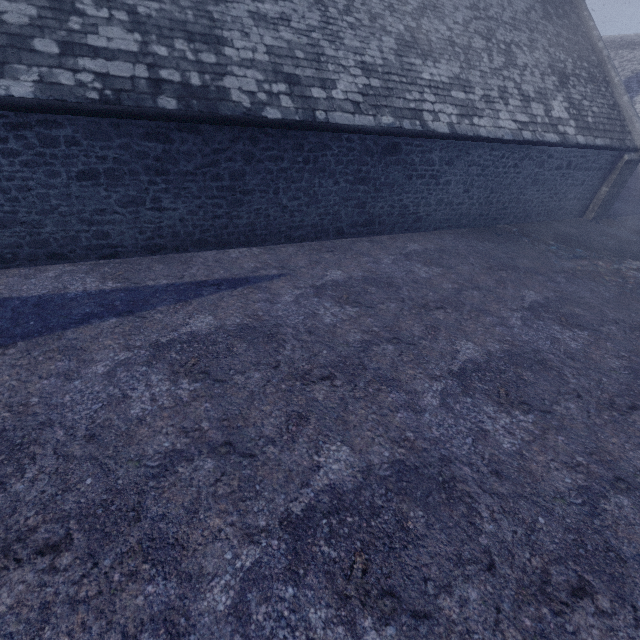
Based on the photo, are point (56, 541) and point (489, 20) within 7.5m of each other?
no
